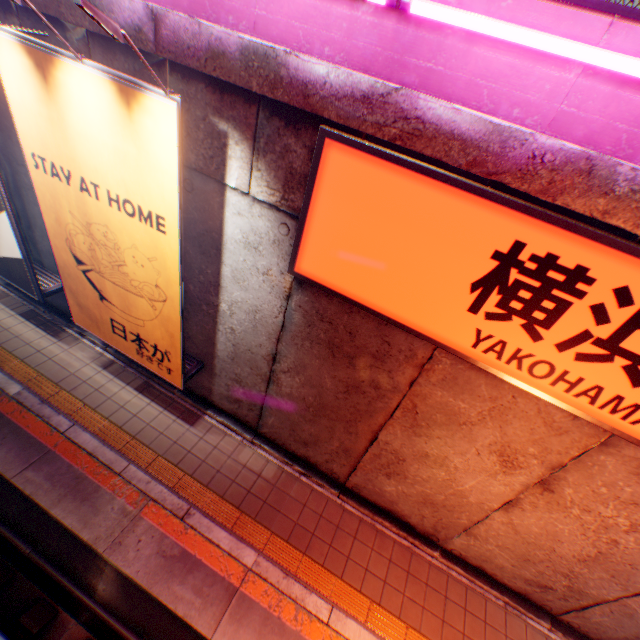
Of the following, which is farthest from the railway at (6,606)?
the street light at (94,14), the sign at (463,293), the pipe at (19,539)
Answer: the street light at (94,14)

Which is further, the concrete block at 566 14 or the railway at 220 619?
the railway at 220 619

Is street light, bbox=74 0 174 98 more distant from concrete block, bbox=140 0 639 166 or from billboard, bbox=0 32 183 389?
concrete block, bbox=140 0 639 166

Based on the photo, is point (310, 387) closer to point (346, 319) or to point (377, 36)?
point (346, 319)

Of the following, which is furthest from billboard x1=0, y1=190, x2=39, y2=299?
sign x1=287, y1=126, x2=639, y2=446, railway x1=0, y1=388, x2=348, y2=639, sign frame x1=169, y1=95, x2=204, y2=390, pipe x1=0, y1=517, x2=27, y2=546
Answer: sign x1=287, y1=126, x2=639, y2=446

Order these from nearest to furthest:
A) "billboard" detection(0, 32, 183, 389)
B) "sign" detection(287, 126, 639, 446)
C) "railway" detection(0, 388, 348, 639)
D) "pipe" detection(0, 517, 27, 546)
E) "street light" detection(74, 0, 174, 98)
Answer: "street light" detection(74, 0, 174, 98)
"sign" detection(287, 126, 639, 446)
"billboard" detection(0, 32, 183, 389)
"railway" detection(0, 388, 348, 639)
"pipe" detection(0, 517, 27, 546)

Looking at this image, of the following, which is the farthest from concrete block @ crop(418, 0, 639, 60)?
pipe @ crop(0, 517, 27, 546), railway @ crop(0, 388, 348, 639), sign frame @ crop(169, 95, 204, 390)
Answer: pipe @ crop(0, 517, 27, 546)

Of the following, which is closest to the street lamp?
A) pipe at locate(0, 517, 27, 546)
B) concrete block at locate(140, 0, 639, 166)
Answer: concrete block at locate(140, 0, 639, 166)
